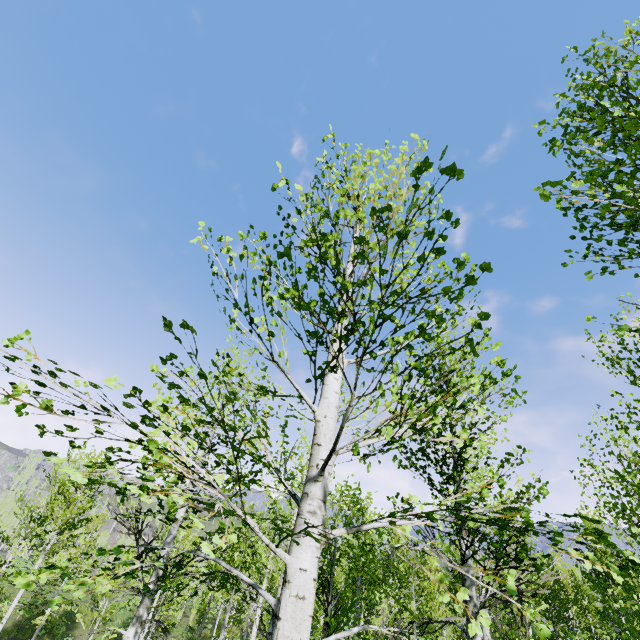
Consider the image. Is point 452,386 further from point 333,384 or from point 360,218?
point 360,218
